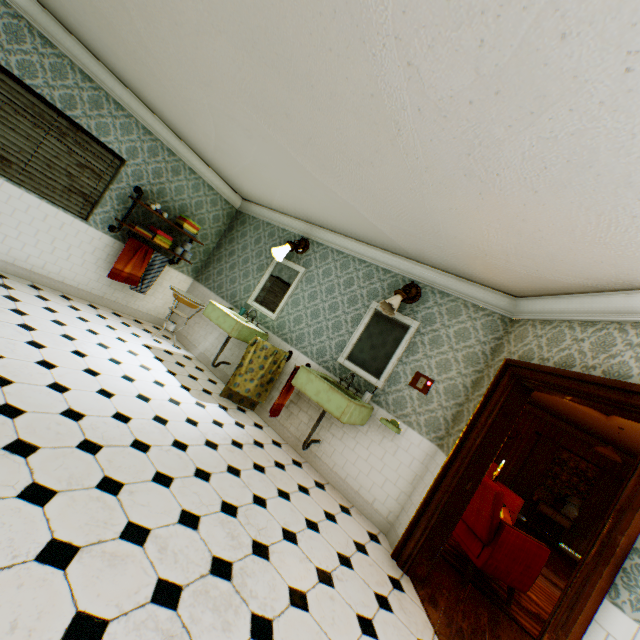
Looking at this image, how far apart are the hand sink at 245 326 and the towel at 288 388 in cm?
93

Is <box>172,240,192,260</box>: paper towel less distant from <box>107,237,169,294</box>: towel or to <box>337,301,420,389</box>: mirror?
<box>107,237,169,294</box>: towel

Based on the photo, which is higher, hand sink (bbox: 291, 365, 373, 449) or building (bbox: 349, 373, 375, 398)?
building (bbox: 349, 373, 375, 398)

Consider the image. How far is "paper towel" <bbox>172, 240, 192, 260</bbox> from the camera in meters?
5.9

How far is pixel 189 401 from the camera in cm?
409

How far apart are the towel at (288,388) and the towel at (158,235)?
3.3m

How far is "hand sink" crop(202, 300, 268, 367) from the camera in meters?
4.8

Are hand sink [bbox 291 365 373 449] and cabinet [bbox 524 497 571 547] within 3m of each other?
no
